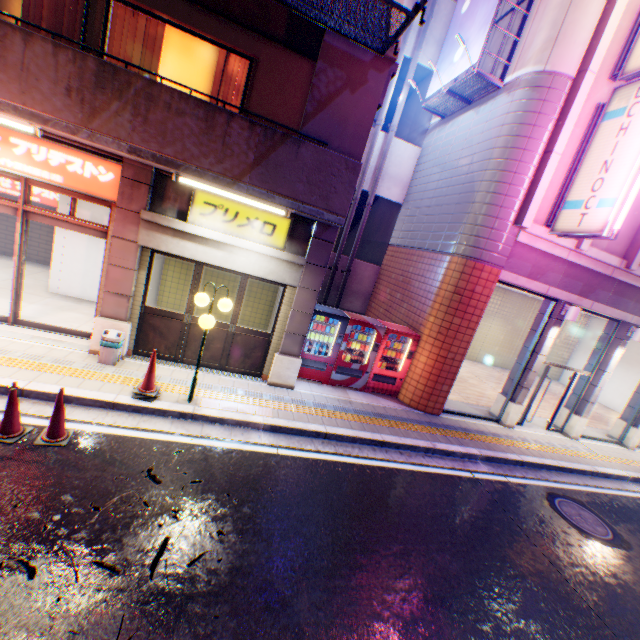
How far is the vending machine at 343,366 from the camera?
8.8 meters

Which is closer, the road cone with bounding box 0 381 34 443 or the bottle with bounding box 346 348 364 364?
the road cone with bounding box 0 381 34 443

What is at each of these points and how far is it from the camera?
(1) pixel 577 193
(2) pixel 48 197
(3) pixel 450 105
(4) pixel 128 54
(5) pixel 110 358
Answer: (1) sign, 7.62m
(2) sign, 11.36m
(3) sign frame, 10.20m
(4) curtain, 6.38m
(5) trash box, 6.79m

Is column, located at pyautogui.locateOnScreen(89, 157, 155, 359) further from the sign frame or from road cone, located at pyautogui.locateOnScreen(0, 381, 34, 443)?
the sign frame

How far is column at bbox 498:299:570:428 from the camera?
9.50m

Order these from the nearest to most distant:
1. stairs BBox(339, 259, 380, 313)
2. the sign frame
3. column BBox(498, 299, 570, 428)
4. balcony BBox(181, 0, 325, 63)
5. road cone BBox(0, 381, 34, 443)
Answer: road cone BBox(0, 381, 34, 443) → balcony BBox(181, 0, 325, 63) → the sign frame → column BBox(498, 299, 570, 428) → stairs BBox(339, 259, 380, 313)

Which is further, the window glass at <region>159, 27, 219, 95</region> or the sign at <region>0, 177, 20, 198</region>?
the sign at <region>0, 177, 20, 198</region>

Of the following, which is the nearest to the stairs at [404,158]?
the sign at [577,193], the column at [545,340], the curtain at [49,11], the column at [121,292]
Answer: the sign at [577,193]
